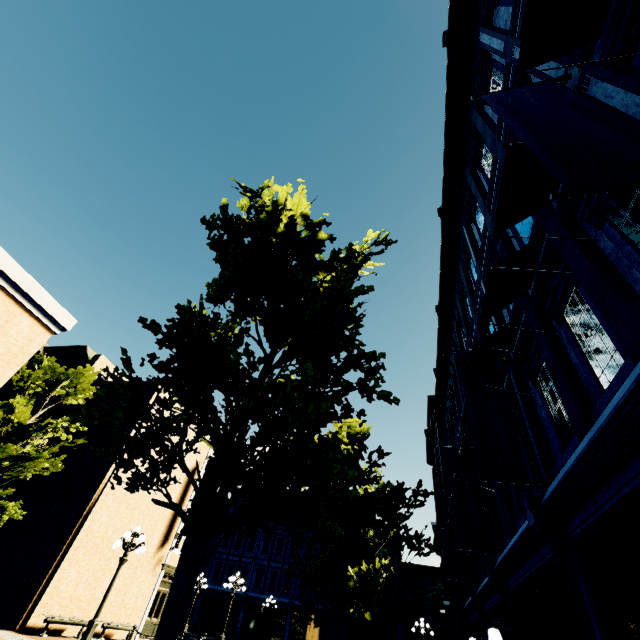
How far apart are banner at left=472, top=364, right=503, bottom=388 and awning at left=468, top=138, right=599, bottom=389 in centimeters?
189cm

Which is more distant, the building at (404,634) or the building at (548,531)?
the building at (404,634)

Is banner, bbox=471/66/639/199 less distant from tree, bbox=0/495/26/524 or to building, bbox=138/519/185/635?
tree, bbox=0/495/26/524

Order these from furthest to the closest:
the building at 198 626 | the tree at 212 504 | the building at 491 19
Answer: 1. the building at 198 626
2. the building at 491 19
3. the tree at 212 504

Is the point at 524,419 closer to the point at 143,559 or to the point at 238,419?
the point at 238,419

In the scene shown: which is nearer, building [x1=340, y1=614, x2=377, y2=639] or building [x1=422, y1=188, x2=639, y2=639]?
building [x1=422, y1=188, x2=639, y2=639]

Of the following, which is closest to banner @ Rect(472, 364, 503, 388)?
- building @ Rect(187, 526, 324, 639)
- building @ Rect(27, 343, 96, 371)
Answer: building @ Rect(187, 526, 324, 639)

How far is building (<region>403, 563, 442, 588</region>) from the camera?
30.3 meters
